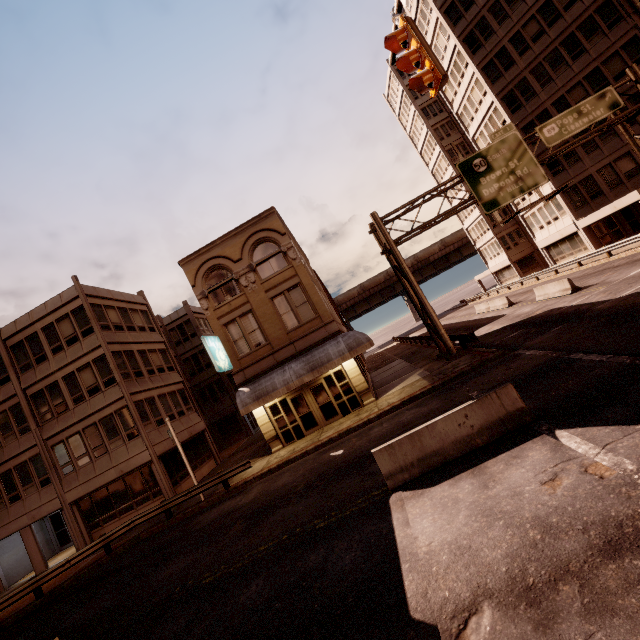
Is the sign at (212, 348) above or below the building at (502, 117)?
below

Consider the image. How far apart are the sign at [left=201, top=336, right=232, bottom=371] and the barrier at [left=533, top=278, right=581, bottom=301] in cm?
2163

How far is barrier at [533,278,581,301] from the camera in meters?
20.2

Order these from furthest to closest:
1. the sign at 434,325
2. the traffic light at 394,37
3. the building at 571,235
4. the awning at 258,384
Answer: the building at 571,235 < the sign at 434,325 < the awning at 258,384 < the traffic light at 394,37

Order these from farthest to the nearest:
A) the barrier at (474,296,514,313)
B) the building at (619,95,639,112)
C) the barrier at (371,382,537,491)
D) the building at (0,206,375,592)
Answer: the barrier at (474,296,514,313), the building at (619,95,639,112), the building at (0,206,375,592), the barrier at (371,382,537,491)

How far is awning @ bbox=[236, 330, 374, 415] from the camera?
17.6 meters

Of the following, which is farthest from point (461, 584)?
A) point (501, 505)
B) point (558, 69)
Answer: point (558, 69)

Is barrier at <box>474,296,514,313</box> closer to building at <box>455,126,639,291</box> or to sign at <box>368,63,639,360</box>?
building at <box>455,126,639,291</box>
